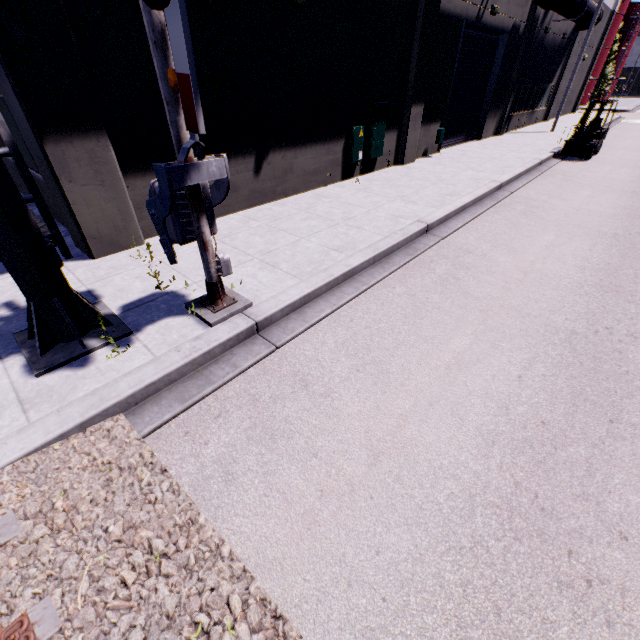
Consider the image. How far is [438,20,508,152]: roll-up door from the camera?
13.36m

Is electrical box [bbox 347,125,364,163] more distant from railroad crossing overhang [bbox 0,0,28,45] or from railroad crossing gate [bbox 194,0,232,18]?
railroad crossing overhang [bbox 0,0,28,45]

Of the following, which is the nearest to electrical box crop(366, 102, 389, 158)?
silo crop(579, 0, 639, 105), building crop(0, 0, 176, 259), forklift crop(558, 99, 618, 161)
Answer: building crop(0, 0, 176, 259)

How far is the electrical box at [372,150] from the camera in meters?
10.1 m

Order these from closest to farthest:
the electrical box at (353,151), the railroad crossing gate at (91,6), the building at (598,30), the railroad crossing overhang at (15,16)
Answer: the railroad crossing overhang at (15,16), the railroad crossing gate at (91,6), the electrical box at (353,151), the building at (598,30)

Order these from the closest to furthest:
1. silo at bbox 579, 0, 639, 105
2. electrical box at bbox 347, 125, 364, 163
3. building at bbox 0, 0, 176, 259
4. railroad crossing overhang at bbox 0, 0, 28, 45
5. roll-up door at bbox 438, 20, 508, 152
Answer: railroad crossing overhang at bbox 0, 0, 28, 45 → building at bbox 0, 0, 176, 259 → electrical box at bbox 347, 125, 364, 163 → roll-up door at bbox 438, 20, 508, 152 → silo at bbox 579, 0, 639, 105

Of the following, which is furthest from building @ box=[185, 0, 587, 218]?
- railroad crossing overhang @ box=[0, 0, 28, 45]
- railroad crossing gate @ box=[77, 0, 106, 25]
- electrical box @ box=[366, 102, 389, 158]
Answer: railroad crossing gate @ box=[77, 0, 106, 25]

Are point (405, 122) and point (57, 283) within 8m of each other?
no
